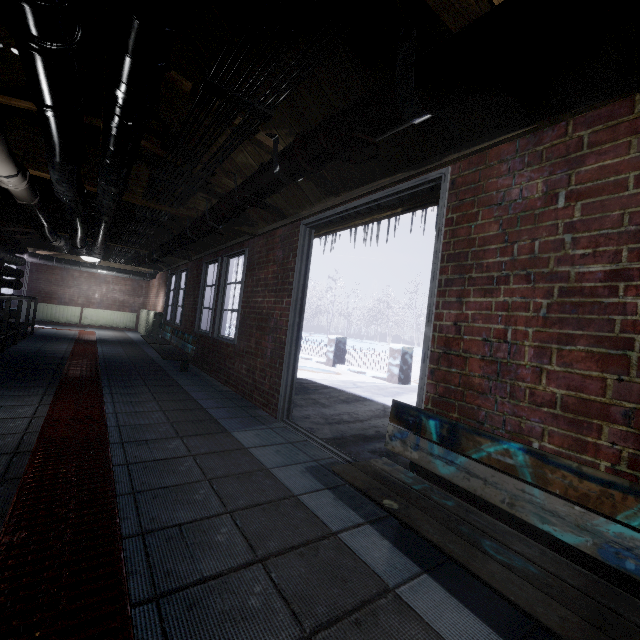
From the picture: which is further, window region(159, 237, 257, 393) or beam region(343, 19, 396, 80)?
window region(159, 237, 257, 393)

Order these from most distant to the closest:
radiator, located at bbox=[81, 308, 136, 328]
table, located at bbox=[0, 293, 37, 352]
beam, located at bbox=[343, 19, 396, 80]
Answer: radiator, located at bbox=[81, 308, 136, 328] → table, located at bbox=[0, 293, 37, 352] → beam, located at bbox=[343, 19, 396, 80]

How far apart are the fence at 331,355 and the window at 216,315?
3.7 meters

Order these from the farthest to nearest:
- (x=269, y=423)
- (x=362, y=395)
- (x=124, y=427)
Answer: (x=362, y=395), (x=269, y=423), (x=124, y=427)

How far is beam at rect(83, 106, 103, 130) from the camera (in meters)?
2.36

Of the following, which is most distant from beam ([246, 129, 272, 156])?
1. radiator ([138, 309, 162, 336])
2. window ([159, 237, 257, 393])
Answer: radiator ([138, 309, 162, 336])

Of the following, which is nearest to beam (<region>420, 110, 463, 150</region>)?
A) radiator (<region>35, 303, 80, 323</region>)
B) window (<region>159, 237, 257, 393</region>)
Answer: window (<region>159, 237, 257, 393</region>)

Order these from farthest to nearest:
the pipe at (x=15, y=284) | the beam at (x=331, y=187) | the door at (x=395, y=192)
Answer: the pipe at (x=15, y=284)
the beam at (x=331, y=187)
the door at (x=395, y=192)
